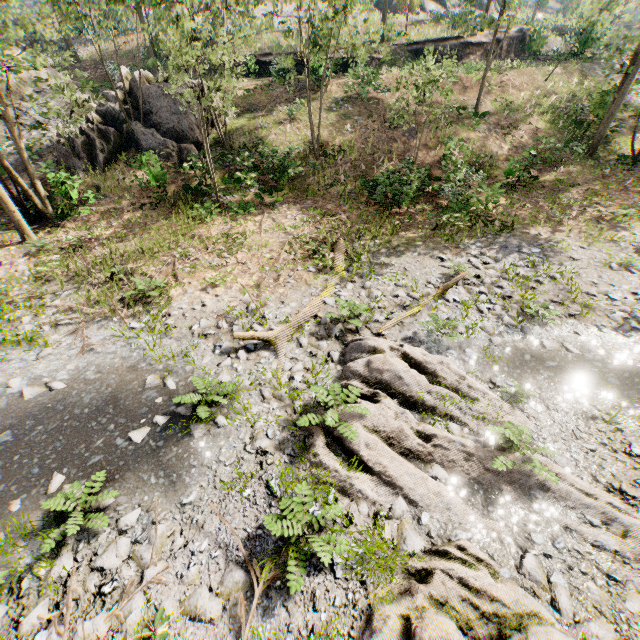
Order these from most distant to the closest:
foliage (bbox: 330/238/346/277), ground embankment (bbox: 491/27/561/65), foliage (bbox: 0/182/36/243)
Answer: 1. ground embankment (bbox: 491/27/561/65)
2. foliage (bbox: 0/182/36/243)
3. foliage (bbox: 330/238/346/277)

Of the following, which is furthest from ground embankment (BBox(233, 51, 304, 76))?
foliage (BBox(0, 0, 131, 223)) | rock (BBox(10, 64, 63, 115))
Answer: foliage (BBox(0, 0, 131, 223))

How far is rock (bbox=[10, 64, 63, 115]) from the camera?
19.42m

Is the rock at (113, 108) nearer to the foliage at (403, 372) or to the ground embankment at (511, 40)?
the foliage at (403, 372)

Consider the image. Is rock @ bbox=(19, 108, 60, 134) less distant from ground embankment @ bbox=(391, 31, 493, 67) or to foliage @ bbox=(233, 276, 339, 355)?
foliage @ bbox=(233, 276, 339, 355)

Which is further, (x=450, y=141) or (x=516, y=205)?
(x=450, y=141)

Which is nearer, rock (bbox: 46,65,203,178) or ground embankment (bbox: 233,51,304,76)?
rock (bbox: 46,65,203,178)

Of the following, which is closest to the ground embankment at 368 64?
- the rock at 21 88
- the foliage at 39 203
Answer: the rock at 21 88
